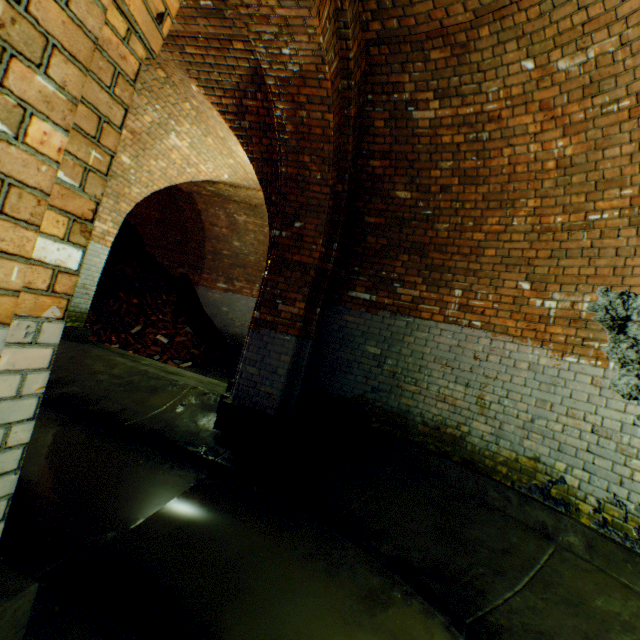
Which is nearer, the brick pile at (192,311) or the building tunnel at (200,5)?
the building tunnel at (200,5)

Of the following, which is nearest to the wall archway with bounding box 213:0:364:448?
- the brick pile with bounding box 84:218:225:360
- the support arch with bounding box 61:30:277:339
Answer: the support arch with bounding box 61:30:277:339

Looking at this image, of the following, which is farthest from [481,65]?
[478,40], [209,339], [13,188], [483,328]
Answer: [209,339]

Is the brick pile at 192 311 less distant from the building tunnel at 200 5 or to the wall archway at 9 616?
the building tunnel at 200 5

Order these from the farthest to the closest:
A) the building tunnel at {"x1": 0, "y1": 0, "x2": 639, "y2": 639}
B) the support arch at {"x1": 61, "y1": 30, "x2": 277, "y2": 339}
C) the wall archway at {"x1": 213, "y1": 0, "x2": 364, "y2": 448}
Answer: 1. the support arch at {"x1": 61, "y1": 30, "x2": 277, "y2": 339}
2. the wall archway at {"x1": 213, "y1": 0, "x2": 364, "y2": 448}
3. the building tunnel at {"x1": 0, "y1": 0, "x2": 639, "y2": 639}

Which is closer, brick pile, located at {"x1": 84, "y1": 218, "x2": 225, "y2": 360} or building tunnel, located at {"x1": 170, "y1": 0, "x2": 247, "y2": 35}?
building tunnel, located at {"x1": 170, "y1": 0, "x2": 247, "y2": 35}

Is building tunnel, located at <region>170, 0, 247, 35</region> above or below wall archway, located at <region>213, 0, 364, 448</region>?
above

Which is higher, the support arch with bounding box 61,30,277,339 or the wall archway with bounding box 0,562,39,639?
the support arch with bounding box 61,30,277,339
